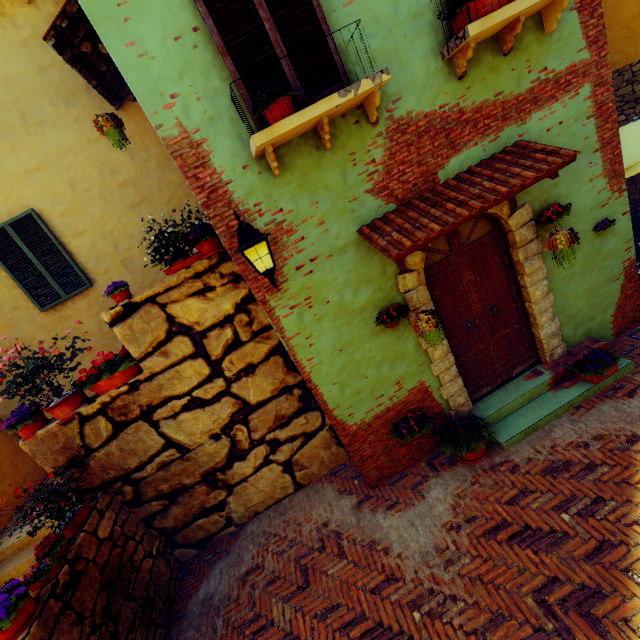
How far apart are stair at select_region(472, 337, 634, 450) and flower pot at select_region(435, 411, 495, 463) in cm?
3

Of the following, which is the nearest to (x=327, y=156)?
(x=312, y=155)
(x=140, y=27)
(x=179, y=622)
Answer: (x=312, y=155)

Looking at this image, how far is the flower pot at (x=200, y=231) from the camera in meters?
4.3 m

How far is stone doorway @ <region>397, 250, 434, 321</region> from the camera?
4.2 meters

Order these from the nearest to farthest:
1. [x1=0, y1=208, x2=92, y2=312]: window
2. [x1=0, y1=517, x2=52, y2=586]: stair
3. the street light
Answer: the street light → [x1=0, y1=517, x2=52, y2=586]: stair → [x1=0, y1=208, x2=92, y2=312]: window

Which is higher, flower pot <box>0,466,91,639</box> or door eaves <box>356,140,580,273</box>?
door eaves <box>356,140,580,273</box>

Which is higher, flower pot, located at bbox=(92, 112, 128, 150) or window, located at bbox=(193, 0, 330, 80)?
flower pot, located at bbox=(92, 112, 128, 150)

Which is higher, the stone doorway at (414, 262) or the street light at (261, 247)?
the street light at (261, 247)
